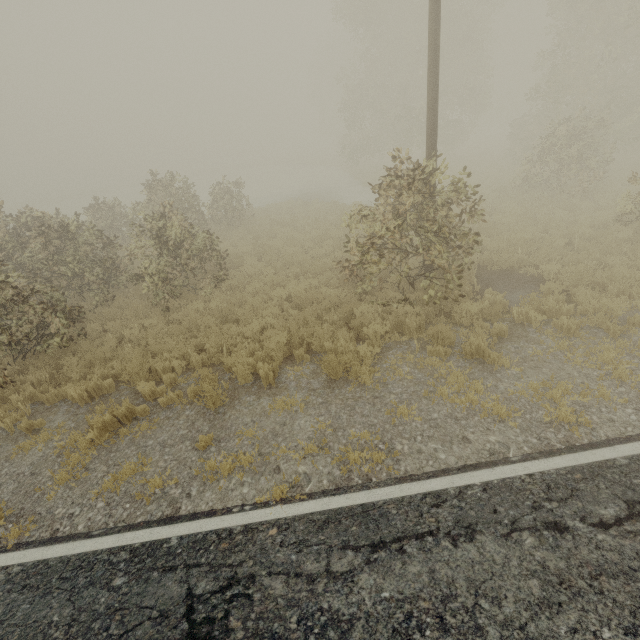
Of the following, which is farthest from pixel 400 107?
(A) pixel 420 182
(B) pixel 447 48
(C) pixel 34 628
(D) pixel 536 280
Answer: (C) pixel 34 628
